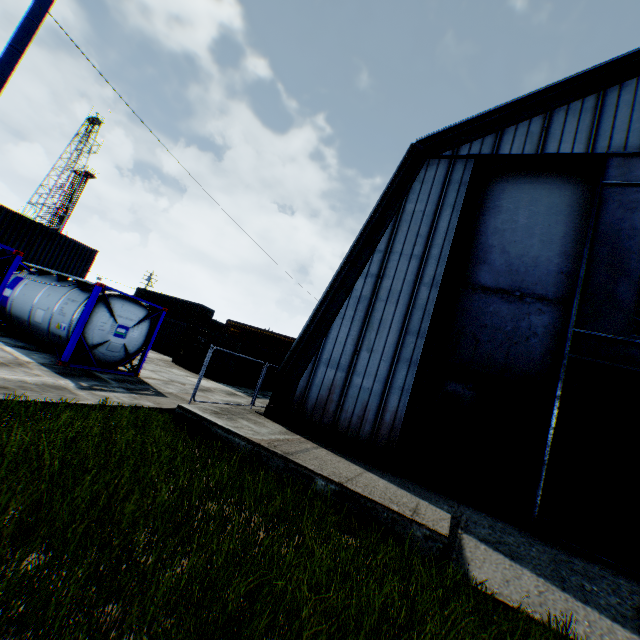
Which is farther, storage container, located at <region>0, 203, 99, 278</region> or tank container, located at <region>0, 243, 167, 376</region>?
storage container, located at <region>0, 203, 99, 278</region>

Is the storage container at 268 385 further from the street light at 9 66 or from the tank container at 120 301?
the street light at 9 66

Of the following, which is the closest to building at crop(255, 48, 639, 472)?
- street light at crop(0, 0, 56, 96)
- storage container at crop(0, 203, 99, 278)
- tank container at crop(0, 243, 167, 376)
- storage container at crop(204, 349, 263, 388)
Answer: tank container at crop(0, 243, 167, 376)

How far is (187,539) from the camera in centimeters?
350cm

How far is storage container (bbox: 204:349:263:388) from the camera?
20.9m

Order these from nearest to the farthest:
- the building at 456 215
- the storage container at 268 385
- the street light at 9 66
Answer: the street light at 9 66, the building at 456 215, the storage container at 268 385

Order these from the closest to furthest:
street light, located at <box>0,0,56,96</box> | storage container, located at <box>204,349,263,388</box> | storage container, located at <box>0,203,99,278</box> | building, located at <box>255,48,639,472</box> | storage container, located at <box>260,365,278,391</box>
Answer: street light, located at <box>0,0,56,96</box> → building, located at <box>255,48,639,472</box> → storage container, located at <box>0,203,99,278</box> → storage container, located at <box>204,349,263,388</box> → storage container, located at <box>260,365,278,391</box>
